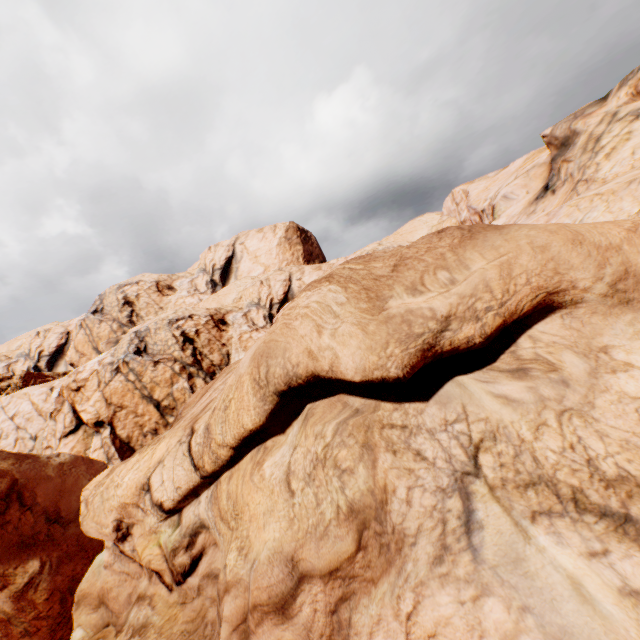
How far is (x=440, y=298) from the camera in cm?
737
